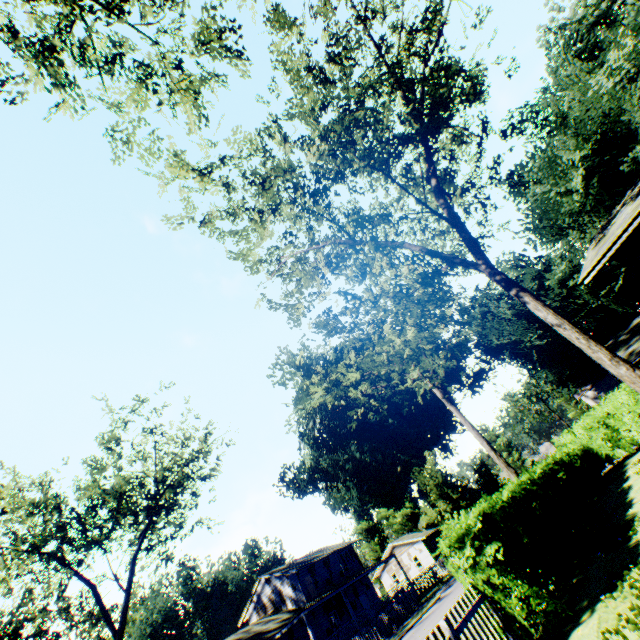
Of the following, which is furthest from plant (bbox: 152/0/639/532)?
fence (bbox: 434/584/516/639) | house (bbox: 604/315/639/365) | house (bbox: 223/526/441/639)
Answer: fence (bbox: 434/584/516/639)

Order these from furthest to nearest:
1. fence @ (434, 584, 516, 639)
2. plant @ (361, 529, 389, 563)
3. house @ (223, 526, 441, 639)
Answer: plant @ (361, 529, 389, 563), house @ (223, 526, 441, 639), fence @ (434, 584, 516, 639)

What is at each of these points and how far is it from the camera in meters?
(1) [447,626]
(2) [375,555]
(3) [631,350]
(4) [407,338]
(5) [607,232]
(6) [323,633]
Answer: (1) fence, 5.3
(2) plant, 57.8
(3) house, 22.0
(4) plant, 26.8
(5) house, 9.4
(6) house, 31.0

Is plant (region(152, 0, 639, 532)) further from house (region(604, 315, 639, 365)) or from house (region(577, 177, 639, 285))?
house (region(577, 177, 639, 285))

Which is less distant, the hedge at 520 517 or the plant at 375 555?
the hedge at 520 517

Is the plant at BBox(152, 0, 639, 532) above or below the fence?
above

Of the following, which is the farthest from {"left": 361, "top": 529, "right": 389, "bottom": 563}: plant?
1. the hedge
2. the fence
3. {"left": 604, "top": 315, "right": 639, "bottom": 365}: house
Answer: the fence

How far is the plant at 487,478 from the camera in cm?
4353
